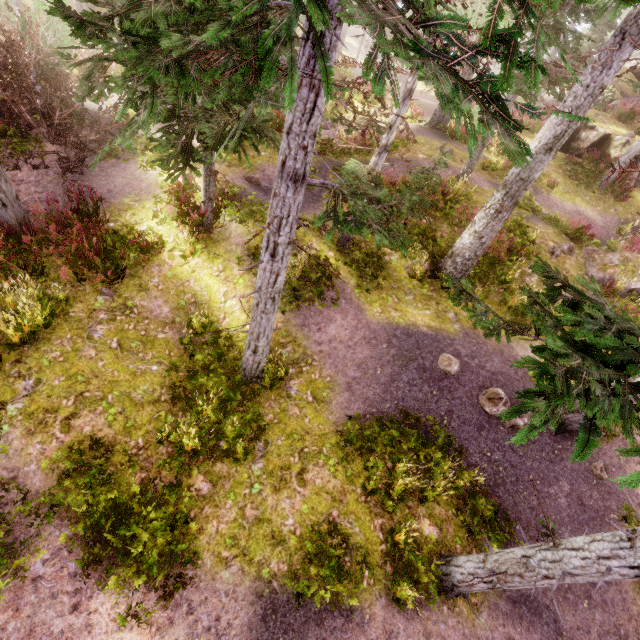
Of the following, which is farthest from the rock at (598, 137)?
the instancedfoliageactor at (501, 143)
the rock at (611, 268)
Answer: the rock at (611, 268)

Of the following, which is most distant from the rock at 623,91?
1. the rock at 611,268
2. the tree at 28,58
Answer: the tree at 28,58

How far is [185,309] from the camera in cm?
901

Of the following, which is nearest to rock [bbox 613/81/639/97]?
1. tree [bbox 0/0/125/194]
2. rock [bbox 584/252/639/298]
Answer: rock [bbox 584/252/639/298]

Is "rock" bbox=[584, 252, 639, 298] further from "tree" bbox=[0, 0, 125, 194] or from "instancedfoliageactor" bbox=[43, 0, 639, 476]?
"tree" bbox=[0, 0, 125, 194]

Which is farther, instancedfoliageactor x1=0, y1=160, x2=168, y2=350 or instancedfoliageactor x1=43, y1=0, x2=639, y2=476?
instancedfoliageactor x1=0, y1=160, x2=168, y2=350

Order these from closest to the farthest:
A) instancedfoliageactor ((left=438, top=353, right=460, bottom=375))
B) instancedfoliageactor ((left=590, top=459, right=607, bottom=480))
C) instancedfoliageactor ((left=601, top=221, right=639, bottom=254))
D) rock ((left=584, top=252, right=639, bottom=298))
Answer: instancedfoliageactor ((left=590, top=459, right=607, bottom=480)) < instancedfoliageactor ((left=438, top=353, right=460, bottom=375)) < rock ((left=584, top=252, right=639, bottom=298)) < instancedfoliageactor ((left=601, top=221, right=639, bottom=254))

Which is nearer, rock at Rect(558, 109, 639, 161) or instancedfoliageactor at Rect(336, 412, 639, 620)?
instancedfoliageactor at Rect(336, 412, 639, 620)
